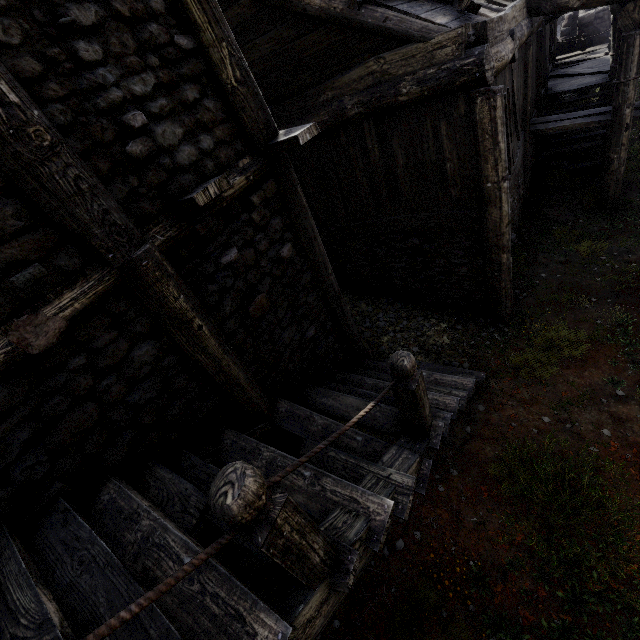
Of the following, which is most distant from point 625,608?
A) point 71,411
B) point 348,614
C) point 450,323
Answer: point 71,411
